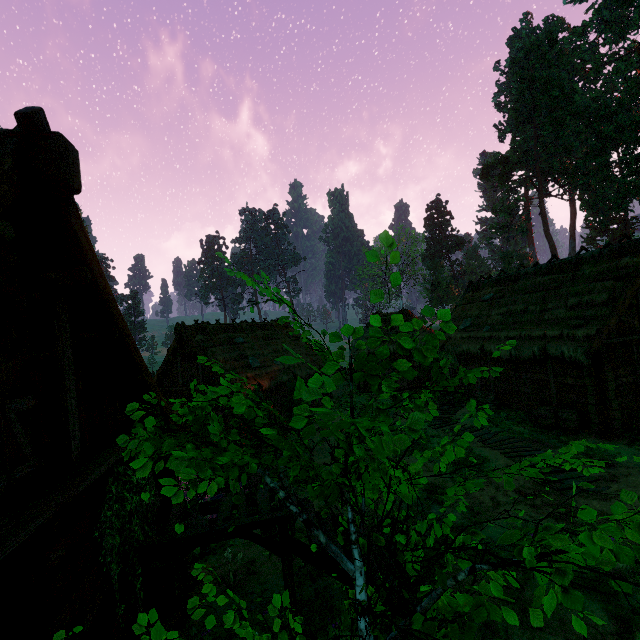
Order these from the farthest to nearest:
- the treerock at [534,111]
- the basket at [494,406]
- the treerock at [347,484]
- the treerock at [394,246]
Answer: the treerock at [534,111] < the basket at [494,406] < the treerock at [394,246] < the treerock at [347,484]

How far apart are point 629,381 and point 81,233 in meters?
18.3 m

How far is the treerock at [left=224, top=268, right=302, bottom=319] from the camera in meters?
2.1

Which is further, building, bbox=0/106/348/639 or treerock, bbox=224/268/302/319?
building, bbox=0/106/348/639

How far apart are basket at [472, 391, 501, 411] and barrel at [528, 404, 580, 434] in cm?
190

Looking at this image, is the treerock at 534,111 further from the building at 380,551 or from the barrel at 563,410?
the barrel at 563,410

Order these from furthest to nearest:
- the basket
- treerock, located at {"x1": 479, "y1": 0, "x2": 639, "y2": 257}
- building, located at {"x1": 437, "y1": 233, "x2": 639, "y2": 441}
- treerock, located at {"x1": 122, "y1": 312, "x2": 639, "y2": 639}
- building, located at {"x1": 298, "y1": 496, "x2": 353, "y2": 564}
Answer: treerock, located at {"x1": 479, "y1": 0, "x2": 639, "y2": 257} < the basket < building, located at {"x1": 437, "y1": 233, "x2": 639, "y2": 441} < building, located at {"x1": 298, "y1": 496, "x2": 353, "y2": 564} < treerock, located at {"x1": 122, "y1": 312, "x2": 639, "y2": 639}
